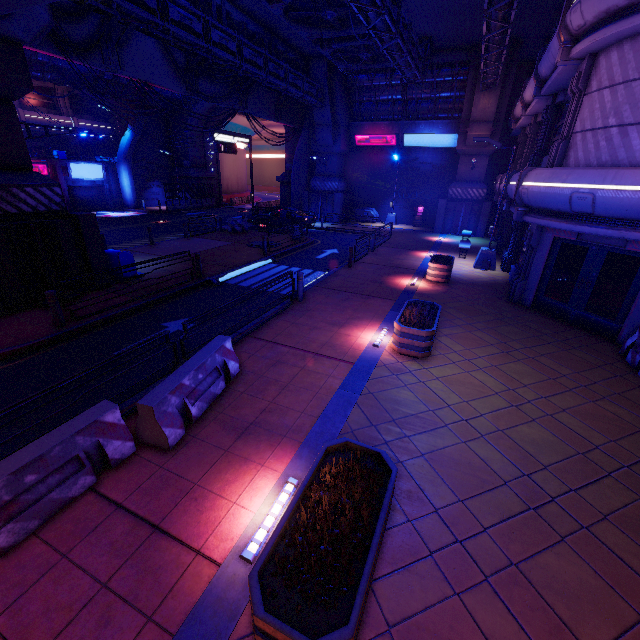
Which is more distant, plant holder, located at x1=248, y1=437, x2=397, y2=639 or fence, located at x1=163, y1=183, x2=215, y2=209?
fence, located at x1=163, y1=183, x2=215, y2=209

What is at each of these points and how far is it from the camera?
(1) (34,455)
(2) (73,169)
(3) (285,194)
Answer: (1) fence, 4.0m
(2) sign, 31.5m
(3) wall arch, 34.8m

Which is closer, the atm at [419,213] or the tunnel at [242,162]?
the atm at [419,213]

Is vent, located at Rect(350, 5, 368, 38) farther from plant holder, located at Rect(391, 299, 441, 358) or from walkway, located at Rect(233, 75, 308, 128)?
plant holder, located at Rect(391, 299, 441, 358)

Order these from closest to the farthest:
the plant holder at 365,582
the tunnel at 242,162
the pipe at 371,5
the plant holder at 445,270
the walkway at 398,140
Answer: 1. the plant holder at 365,582
2. the pipe at 371,5
3. the plant holder at 445,270
4. the walkway at 398,140
5. the tunnel at 242,162

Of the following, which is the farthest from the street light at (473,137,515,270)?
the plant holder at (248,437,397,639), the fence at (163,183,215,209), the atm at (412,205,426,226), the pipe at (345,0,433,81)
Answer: the fence at (163,183,215,209)

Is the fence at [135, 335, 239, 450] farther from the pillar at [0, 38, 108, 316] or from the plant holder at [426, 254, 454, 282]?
the plant holder at [426, 254, 454, 282]

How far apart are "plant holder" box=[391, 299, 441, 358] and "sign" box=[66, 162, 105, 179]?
37.06m
